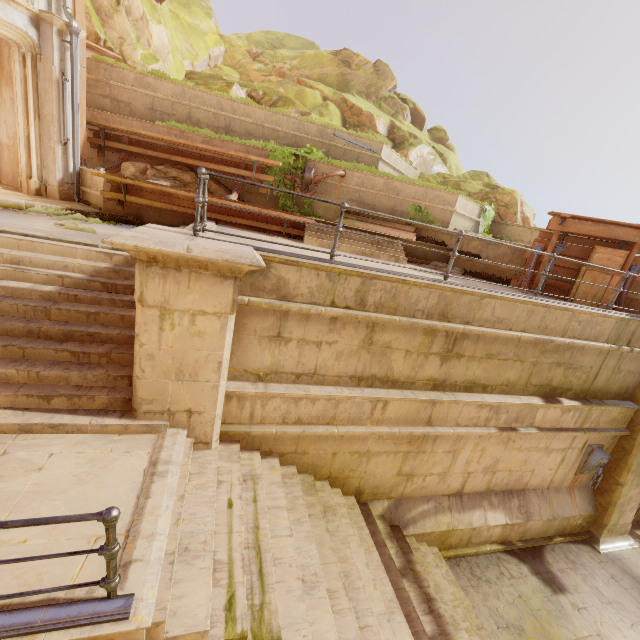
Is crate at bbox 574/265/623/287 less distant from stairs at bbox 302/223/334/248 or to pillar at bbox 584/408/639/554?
pillar at bbox 584/408/639/554

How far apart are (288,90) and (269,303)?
19.4m

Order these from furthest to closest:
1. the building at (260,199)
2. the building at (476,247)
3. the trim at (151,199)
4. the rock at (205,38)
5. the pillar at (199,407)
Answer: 1. the rock at (205,38)
2. the building at (260,199)
3. the building at (476,247)
4. the trim at (151,199)
5. the pillar at (199,407)

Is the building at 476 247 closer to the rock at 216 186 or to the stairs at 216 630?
the stairs at 216 630

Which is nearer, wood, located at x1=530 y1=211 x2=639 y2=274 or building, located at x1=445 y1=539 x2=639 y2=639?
building, located at x1=445 y1=539 x2=639 y2=639

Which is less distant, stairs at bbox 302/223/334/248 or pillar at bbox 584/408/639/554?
pillar at bbox 584/408/639/554

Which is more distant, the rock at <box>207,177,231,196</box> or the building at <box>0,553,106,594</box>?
the rock at <box>207,177,231,196</box>

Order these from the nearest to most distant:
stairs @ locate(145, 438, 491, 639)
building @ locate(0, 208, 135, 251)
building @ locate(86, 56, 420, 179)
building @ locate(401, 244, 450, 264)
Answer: stairs @ locate(145, 438, 491, 639), building @ locate(0, 208, 135, 251), building @ locate(401, 244, 450, 264), building @ locate(86, 56, 420, 179)
